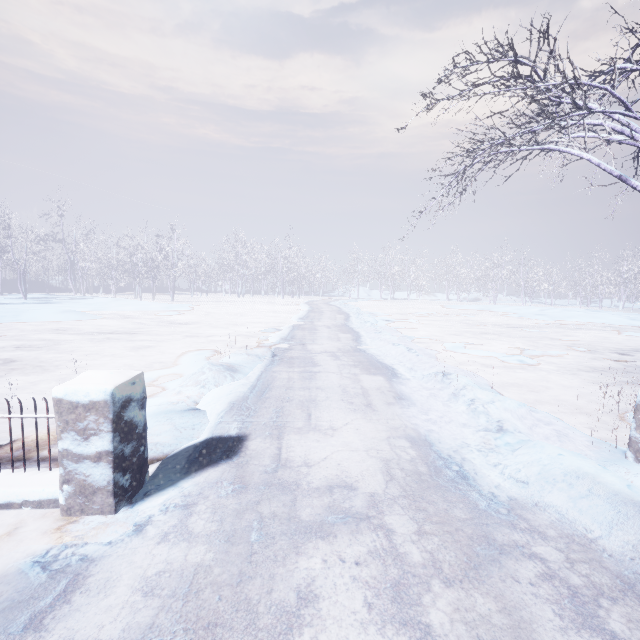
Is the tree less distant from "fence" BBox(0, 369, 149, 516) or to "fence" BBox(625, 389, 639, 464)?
"fence" BBox(625, 389, 639, 464)

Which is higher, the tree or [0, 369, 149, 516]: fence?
the tree

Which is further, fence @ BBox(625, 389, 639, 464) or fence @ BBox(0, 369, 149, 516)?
fence @ BBox(625, 389, 639, 464)

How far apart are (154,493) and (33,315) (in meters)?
13.62

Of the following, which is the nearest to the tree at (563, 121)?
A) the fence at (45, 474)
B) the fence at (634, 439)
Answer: the fence at (634, 439)

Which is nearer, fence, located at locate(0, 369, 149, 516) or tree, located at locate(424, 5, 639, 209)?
fence, located at locate(0, 369, 149, 516)
